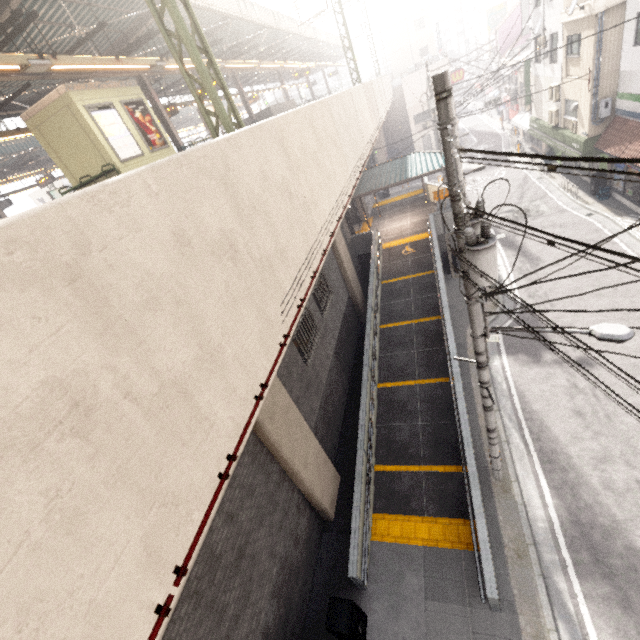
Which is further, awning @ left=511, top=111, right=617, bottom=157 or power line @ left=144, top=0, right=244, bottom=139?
awning @ left=511, top=111, right=617, bottom=157

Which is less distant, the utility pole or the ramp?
the utility pole

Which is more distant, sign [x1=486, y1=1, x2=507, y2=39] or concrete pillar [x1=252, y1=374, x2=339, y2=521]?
sign [x1=486, y1=1, x2=507, y2=39]

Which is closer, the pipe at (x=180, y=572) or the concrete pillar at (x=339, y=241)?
the pipe at (x=180, y=572)

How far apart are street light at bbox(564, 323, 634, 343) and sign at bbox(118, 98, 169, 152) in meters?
13.4 m

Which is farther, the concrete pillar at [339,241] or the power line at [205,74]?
the concrete pillar at [339,241]

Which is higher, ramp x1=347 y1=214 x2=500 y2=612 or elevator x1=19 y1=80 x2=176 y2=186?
elevator x1=19 y1=80 x2=176 y2=186

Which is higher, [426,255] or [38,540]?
[38,540]
